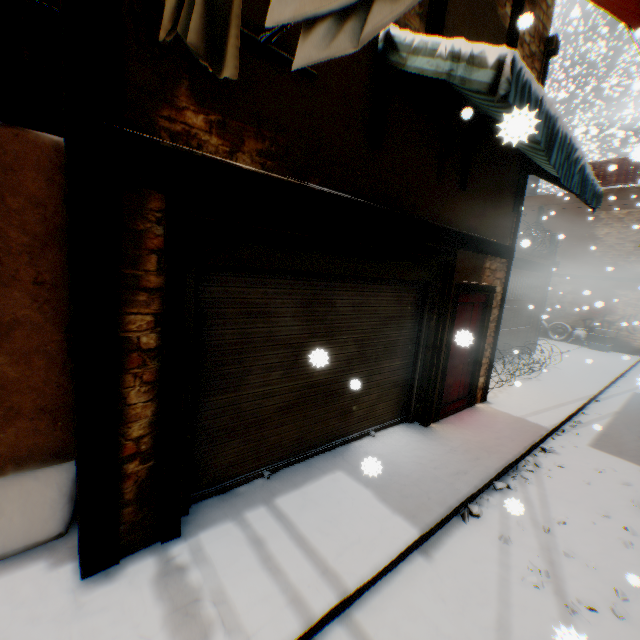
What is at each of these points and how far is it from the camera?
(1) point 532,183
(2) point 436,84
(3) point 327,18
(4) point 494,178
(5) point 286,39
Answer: (1) water tank, 19.6m
(2) awning frame, 4.0m
(3) clothes, 1.3m
(4) building, 5.5m
(5) building, 2.8m

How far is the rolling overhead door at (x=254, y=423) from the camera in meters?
3.0

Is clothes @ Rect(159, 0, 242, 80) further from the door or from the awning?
the door

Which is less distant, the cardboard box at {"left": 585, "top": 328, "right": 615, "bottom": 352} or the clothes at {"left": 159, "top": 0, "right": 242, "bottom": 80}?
the clothes at {"left": 159, "top": 0, "right": 242, "bottom": 80}

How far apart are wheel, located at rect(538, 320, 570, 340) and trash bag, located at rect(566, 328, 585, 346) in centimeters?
3cm

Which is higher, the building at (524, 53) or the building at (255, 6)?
the building at (524, 53)

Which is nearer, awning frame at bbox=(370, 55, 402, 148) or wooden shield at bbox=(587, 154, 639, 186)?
awning frame at bbox=(370, 55, 402, 148)

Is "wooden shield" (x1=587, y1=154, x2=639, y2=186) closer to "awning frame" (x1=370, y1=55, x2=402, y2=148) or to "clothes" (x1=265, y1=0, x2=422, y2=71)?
"awning frame" (x1=370, y1=55, x2=402, y2=148)
